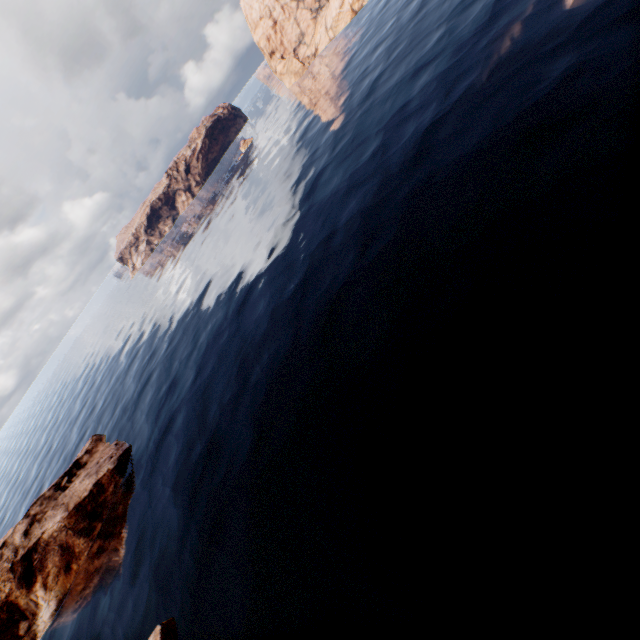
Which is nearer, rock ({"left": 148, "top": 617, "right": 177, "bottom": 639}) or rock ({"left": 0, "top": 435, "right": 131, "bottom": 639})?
rock ({"left": 148, "top": 617, "right": 177, "bottom": 639})

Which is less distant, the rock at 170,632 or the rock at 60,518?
the rock at 170,632

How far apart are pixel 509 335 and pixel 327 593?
16.6m
